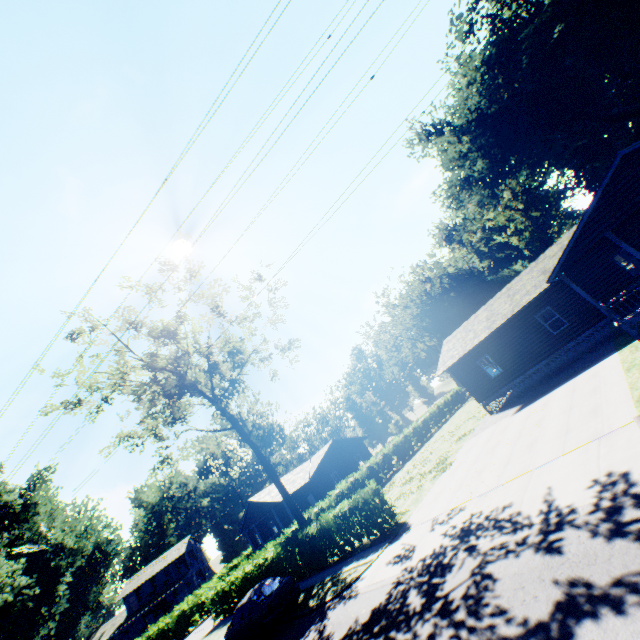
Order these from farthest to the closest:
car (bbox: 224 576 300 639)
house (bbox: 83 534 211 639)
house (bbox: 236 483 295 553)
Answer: house (bbox: 83 534 211 639) < house (bbox: 236 483 295 553) < car (bbox: 224 576 300 639)

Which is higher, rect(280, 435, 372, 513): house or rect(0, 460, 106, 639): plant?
rect(0, 460, 106, 639): plant

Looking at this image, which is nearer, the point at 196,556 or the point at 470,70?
the point at 470,70

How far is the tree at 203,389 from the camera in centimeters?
2197cm

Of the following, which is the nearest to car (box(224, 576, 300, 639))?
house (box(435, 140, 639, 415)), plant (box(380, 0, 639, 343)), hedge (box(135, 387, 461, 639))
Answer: hedge (box(135, 387, 461, 639))

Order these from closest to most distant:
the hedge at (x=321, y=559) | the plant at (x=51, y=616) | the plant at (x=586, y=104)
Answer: the hedge at (x=321, y=559) < the plant at (x=51, y=616) < the plant at (x=586, y=104)

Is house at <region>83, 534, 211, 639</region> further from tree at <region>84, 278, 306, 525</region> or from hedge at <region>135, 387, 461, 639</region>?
tree at <region>84, 278, 306, 525</region>

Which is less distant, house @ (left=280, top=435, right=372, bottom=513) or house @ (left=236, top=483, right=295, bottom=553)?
house @ (left=236, top=483, right=295, bottom=553)
